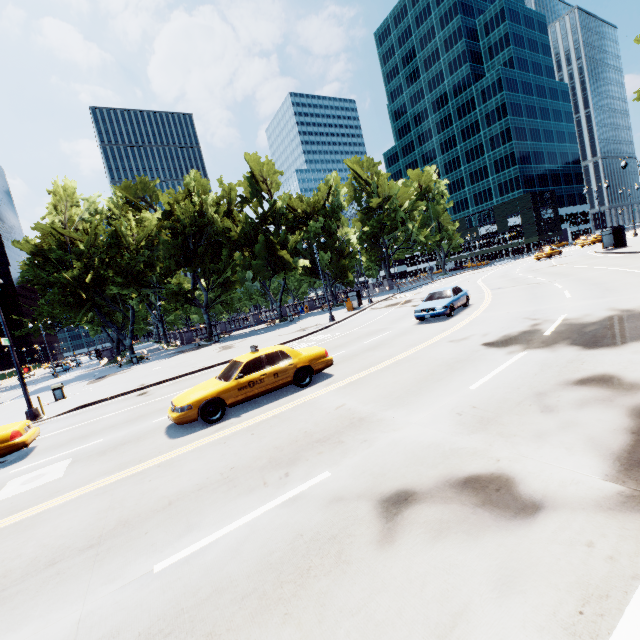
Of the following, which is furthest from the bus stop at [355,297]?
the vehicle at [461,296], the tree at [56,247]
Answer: the vehicle at [461,296]

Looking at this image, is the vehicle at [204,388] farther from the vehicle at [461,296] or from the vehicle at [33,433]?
the vehicle at [461,296]

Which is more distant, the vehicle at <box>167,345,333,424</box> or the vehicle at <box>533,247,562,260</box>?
the vehicle at <box>533,247,562,260</box>

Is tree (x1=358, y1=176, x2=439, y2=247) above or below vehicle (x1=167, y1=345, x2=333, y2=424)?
above

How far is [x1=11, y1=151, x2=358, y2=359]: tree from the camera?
33.34m

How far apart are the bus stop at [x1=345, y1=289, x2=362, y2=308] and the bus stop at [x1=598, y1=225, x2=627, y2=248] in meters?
25.5 m

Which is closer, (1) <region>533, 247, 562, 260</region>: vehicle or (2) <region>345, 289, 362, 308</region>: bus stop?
(2) <region>345, 289, 362, 308</region>: bus stop

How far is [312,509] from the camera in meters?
4.4
